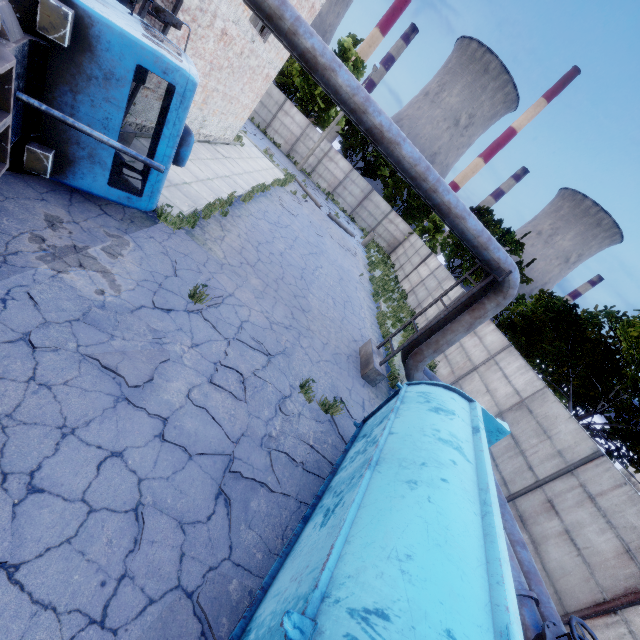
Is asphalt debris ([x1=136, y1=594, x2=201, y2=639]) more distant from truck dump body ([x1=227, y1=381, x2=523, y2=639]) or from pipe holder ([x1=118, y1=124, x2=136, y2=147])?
pipe holder ([x1=118, y1=124, x2=136, y2=147])

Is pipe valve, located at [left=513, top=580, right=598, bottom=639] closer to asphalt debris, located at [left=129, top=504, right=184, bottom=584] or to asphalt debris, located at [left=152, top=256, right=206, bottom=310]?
asphalt debris, located at [left=152, top=256, right=206, bottom=310]

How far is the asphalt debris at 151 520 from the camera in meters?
3.4 m

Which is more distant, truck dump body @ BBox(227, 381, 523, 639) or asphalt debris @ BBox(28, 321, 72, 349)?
asphalt debris @ BBox(28, 321, 72, 349)

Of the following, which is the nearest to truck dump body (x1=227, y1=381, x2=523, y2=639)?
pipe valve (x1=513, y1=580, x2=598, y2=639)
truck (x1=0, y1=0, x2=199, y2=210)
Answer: pipe valve (x1=513, y1=580, x2=598, y2=639)

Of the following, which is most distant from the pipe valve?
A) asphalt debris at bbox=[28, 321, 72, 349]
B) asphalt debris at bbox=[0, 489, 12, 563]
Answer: asphalt debris at bbox=[28, 321, 72, 349]

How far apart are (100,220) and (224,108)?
11.45m

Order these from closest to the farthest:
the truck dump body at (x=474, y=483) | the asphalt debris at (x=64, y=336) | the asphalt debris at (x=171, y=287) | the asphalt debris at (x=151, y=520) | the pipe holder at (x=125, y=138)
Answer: the truck dump body at (x=474, y=483), the asphalt debris at (x=151, y=520), the asphalt debris at (x=64, y=336), the asphalt debris at (x=171, y=287), the pipe holder at (x=125, y=138)
